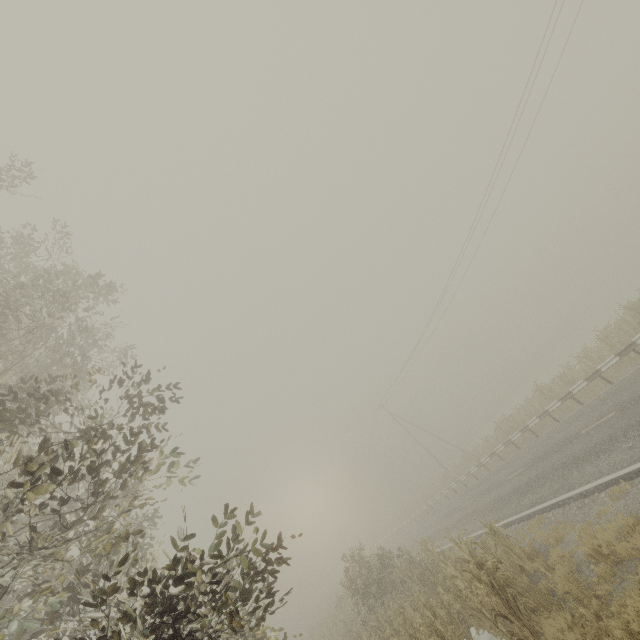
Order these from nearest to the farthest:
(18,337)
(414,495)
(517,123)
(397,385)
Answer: (18,337), (517,123), (397,385), (414,495)
